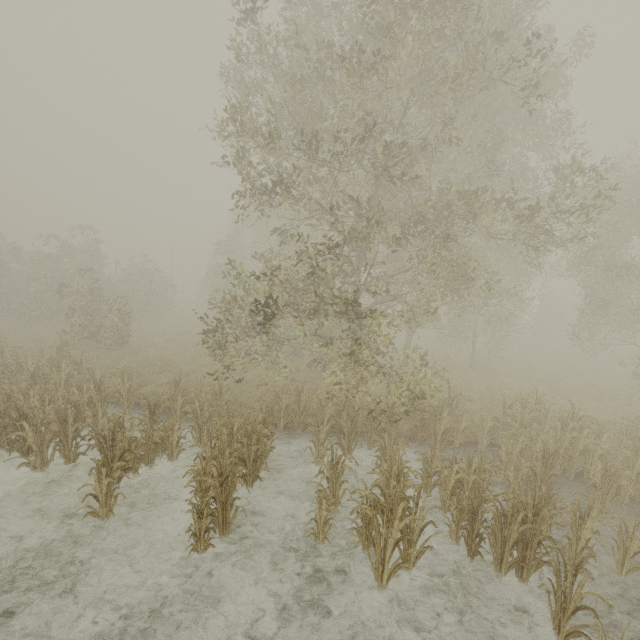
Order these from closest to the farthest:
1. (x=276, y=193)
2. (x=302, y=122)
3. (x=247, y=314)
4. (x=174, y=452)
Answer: (x=276, y=193) → (x=174, y=452) → (x=302, y=122) → (x=247, y=314)
